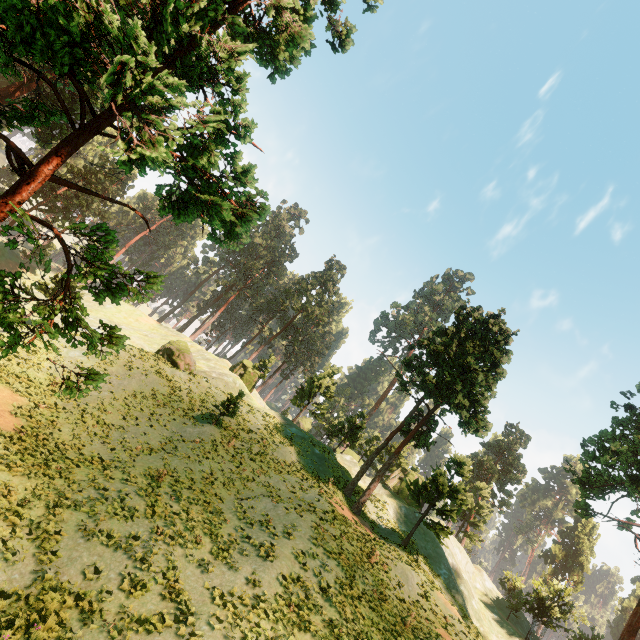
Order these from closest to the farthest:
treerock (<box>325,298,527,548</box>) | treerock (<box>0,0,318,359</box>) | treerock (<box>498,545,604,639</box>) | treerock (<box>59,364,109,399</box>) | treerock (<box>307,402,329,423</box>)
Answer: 1. treerock (<box>0,0,318,359</box>)
2. treerock (<box>59,364,109,399</box>)
3. treerock (<box>325,298,527,548</box>)
4. treerock (<box>498,545,604,639</box>)
5. treerock (<box>307,402,329,423</box>)

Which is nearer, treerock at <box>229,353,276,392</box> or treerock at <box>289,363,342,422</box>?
treerock at <box>289,363,342,422</box>

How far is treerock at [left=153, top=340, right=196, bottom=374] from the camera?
35.2m

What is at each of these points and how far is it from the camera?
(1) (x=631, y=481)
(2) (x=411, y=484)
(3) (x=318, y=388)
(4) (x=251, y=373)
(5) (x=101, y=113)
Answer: (1) treerock, 27.75m
(2) treerock, 26.69m
(3) treerock, 44.50m
(4) treerock, 46.53m
(5) treerock, 7.88m

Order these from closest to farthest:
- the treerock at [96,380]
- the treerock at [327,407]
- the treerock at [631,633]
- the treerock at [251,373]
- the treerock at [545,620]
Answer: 1. the treerock at [96,380]
2. the treerock at [631,633]
3. the treerock at [545,620]
4. the treerock at [327,407]
5. the treerock at [251,373]

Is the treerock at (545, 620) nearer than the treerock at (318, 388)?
Yes
